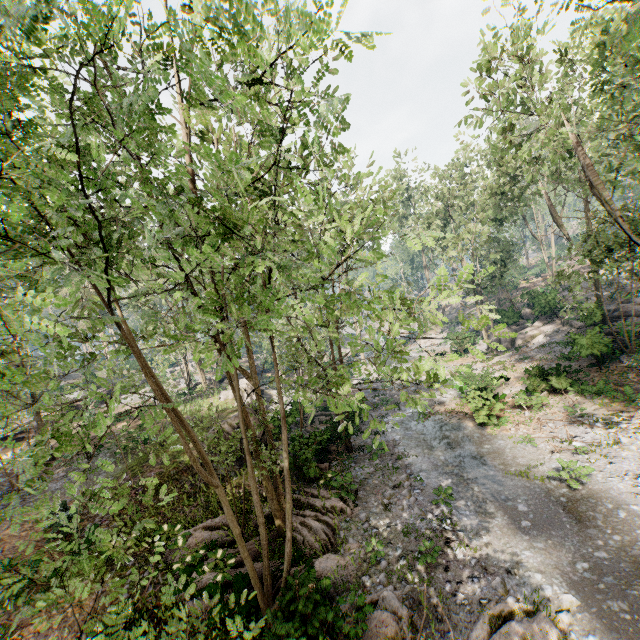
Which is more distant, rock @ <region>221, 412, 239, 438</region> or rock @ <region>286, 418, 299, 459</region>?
rock @ <region>221, 412, 239, 438</region>

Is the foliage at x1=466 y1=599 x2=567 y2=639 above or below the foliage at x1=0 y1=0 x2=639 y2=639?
below

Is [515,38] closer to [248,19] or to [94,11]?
[248,19]

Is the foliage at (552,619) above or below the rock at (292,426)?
below

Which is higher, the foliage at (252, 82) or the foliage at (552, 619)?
the foliage at (252, 82)

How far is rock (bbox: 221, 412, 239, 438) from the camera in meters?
18.2 m

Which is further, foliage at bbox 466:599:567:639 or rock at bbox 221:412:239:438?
rock at bbox 221:412:239:438
